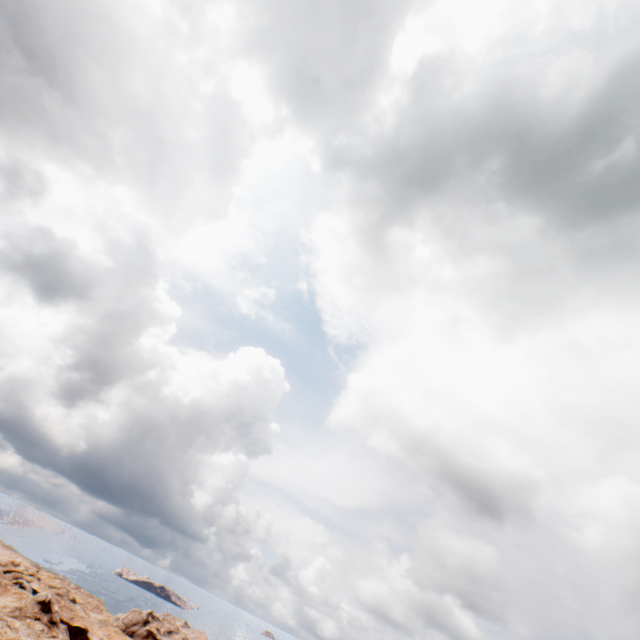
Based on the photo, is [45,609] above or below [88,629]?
above
